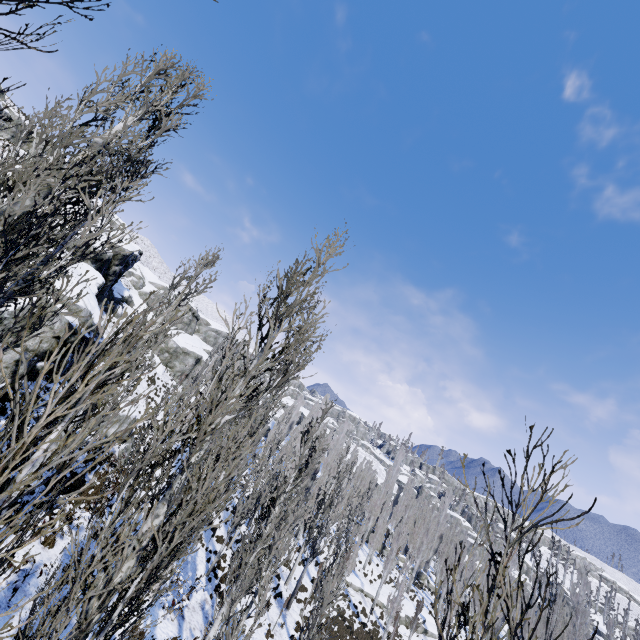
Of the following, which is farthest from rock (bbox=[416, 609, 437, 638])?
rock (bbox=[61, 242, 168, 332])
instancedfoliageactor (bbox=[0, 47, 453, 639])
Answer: rock (bbox=[61, 242, 168, 332])

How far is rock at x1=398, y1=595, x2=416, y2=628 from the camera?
32.3 meters

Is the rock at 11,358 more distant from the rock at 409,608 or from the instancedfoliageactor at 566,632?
the rock at 409,608

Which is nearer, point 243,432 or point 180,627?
point 243,432

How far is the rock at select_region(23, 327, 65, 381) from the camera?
15.2m

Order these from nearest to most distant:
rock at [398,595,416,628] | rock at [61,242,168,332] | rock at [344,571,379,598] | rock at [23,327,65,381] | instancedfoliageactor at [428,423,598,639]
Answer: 1. instancedfoliageactor at [428,423,598,639]
2. rock at [23,327,65,381]
3. rock at [61,242,168,332]
4. rock at [398,595,416,628]
5. rock at [344,571,379,598]

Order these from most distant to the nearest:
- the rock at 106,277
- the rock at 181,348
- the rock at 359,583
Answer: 1. the rock at 181,348
2. the rock at 359,583
3. the rock at 106,277
